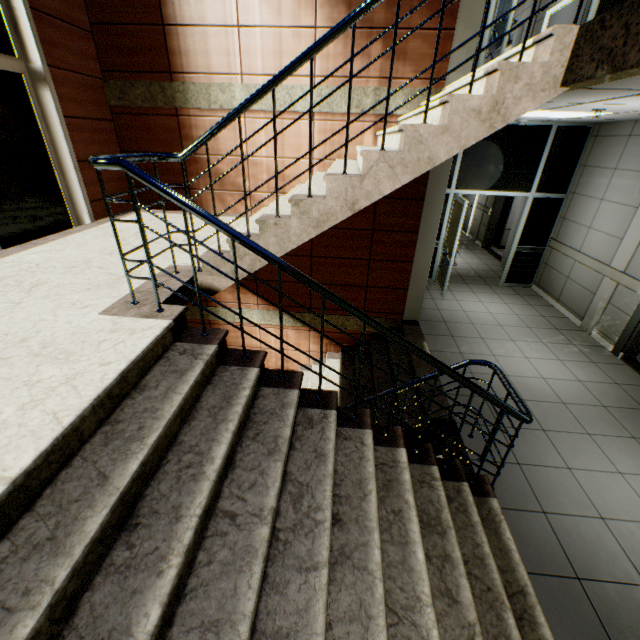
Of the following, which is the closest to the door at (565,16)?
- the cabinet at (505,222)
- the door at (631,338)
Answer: the cabinet at (505,222)

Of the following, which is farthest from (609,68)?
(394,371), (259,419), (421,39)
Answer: (394,371)

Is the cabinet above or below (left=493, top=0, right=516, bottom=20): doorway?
below

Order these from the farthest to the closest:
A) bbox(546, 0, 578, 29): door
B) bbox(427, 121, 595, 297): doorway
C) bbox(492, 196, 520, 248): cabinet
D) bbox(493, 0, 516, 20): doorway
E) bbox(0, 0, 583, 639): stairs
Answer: bbox(492, 196, 520, 248): cabinet, bbox(546, 0, 578, 29): door, bbox(427, 121, 595, 297): doorway, bbox(493, 0, 516, 20): doorway, bbox(0, 0, 583, 639): stairs

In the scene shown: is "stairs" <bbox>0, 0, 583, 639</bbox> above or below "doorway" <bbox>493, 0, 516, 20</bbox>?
below

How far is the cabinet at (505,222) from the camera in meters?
9.6 m

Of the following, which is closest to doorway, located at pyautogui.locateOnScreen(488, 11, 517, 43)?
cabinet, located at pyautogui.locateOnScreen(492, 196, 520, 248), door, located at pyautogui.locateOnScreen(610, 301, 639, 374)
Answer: door, located at pyautogui.locateOnScreen(610, 301, 639, 374)

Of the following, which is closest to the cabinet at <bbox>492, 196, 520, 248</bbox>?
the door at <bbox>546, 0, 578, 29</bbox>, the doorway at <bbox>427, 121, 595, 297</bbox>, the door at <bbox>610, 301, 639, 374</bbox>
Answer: the door at <bbox>546, 0, 578, 29</bbox>
